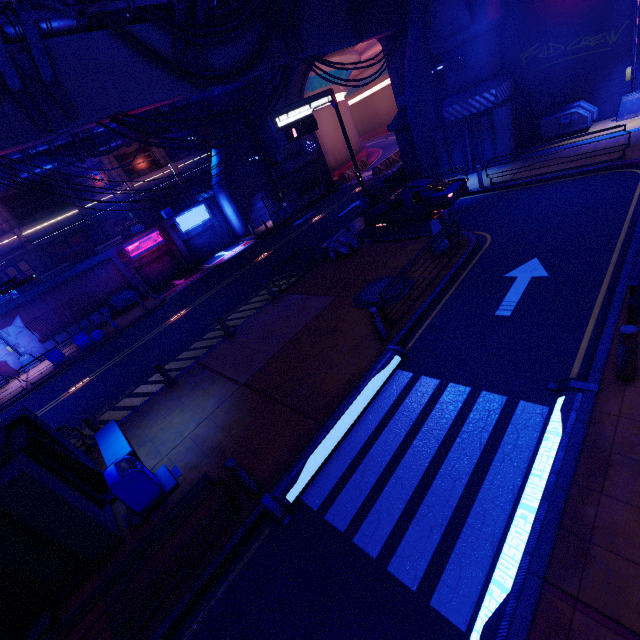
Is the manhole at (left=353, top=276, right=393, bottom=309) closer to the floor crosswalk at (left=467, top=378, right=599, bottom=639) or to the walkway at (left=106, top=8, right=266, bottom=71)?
the floor crosswalk at (left=467, top=378, right=599, bottom=639)

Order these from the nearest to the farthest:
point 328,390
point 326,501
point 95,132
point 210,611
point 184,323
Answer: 1. point 210,611
2. point 326,501
3. point 328,390
4. point 184,323
5. point 95,132

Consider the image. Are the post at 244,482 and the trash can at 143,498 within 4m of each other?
yes

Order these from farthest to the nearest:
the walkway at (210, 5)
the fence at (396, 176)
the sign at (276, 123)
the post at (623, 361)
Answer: the fence at (396, 176), the sign at (276, 123), the walkway at (210, 5), the post at (623, 361)

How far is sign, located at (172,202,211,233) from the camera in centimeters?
2992cm

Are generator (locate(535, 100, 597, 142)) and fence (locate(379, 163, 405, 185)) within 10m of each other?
yes

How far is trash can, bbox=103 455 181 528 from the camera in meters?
7.0

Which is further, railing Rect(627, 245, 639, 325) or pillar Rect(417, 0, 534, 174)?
pillar Rect(417, 0, 534, 174)
